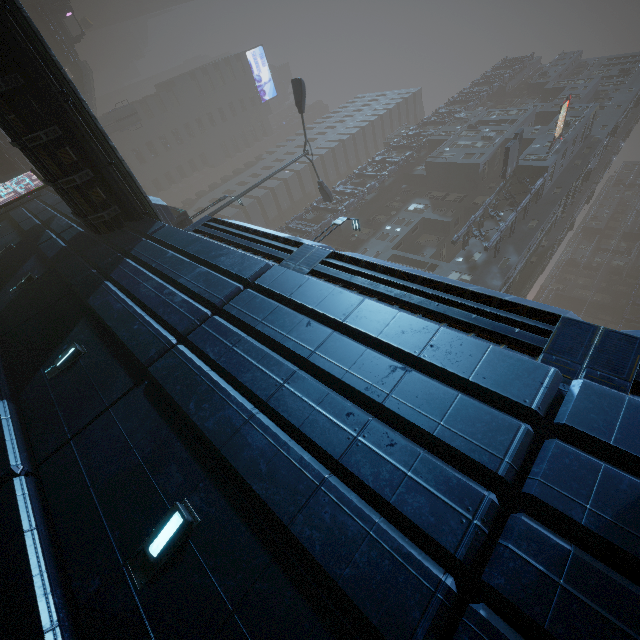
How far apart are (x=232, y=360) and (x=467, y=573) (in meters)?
4.36

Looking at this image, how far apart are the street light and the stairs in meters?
41.7

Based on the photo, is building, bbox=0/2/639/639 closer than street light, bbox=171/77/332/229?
Yes

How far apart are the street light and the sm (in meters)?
39.79

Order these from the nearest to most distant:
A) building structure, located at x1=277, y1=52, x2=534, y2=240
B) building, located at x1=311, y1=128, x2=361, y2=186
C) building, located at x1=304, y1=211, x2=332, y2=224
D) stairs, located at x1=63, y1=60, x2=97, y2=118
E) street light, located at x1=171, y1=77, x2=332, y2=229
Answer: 1. street light, located at x1=171, y1=77, x2=332, y2=229
2. building structure, located at x1=277, y1=52, x2=534, y2=240
3. building, located at x1=304, y1=211, x2=332, y2=224
4. stairs, located at x1=63, y1=60, x2=97, y2=118
5. building, located at x1=311, y1=128, x2=361, y2=186

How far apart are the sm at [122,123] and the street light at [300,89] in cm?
3979

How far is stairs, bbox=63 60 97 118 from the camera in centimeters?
4388cm

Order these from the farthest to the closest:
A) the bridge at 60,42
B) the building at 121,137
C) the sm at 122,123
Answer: the building at 121,137, the sm at 122,123, the bridge at 60,42
